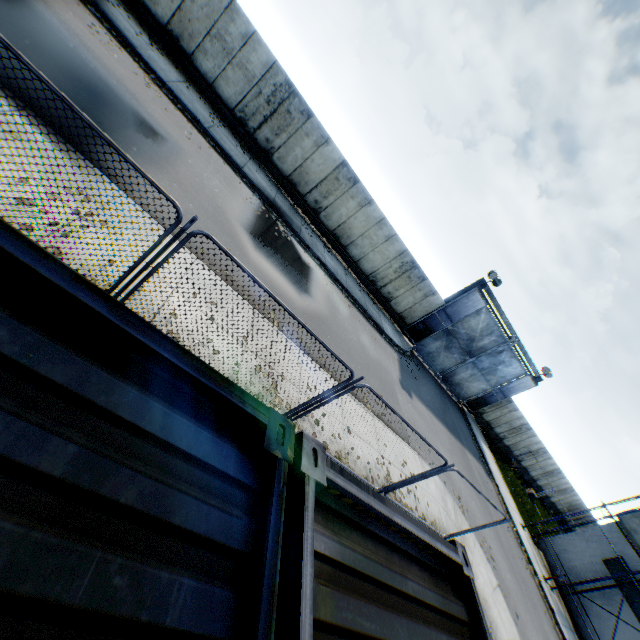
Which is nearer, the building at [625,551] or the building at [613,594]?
the building at [613,594]

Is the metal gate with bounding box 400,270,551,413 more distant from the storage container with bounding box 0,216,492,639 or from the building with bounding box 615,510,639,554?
the storage container with bounding box 0,216,492,639

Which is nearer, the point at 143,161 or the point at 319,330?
the point at 143,161

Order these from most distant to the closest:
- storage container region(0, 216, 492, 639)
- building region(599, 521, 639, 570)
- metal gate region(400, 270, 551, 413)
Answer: metal gate region(400, 270, 551, 413), building region(599, 521, 639, 570), storage container region(0, 216, 492, 639)

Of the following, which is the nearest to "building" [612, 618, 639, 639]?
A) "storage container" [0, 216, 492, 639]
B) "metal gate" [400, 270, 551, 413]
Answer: "metal gate" [400, 270, 551, 413]

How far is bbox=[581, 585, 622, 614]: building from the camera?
17.9 meters
